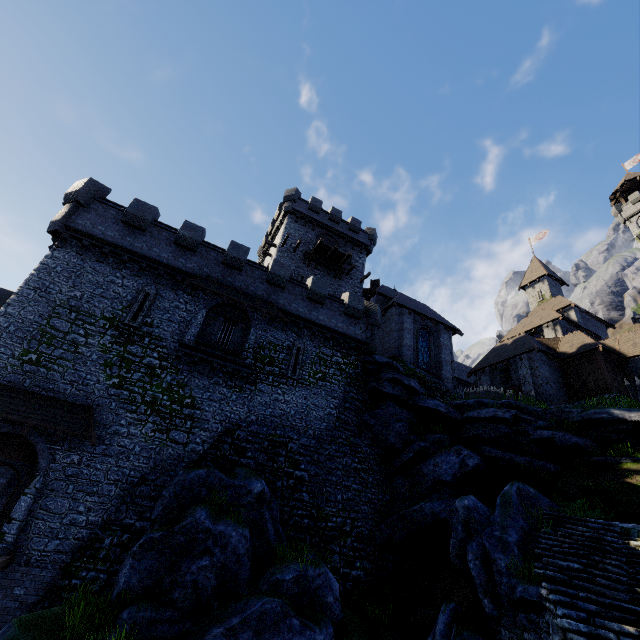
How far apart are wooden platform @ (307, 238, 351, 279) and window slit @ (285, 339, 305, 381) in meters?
12.3 m

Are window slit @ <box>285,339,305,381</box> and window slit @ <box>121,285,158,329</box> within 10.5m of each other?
yes

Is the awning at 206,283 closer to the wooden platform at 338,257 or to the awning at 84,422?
the awning at 84,422

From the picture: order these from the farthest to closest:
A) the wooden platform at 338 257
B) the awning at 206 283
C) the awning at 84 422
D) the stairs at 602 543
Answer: the wooden platform at 338 257, the awning at 206 283, the awning at 84 422, the stairs at 602 543

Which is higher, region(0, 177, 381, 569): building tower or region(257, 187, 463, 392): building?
region(257, 187, 463, 392): building

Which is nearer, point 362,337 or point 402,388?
point 402,388

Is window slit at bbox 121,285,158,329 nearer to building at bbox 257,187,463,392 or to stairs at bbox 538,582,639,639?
building at bbox 257,187,463,392

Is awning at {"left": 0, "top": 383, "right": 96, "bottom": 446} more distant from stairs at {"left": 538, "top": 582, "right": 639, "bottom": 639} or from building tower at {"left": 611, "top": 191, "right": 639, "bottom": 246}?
building tower at {"left": 611, "top": 191, "right": 639, "bottom": 246}
